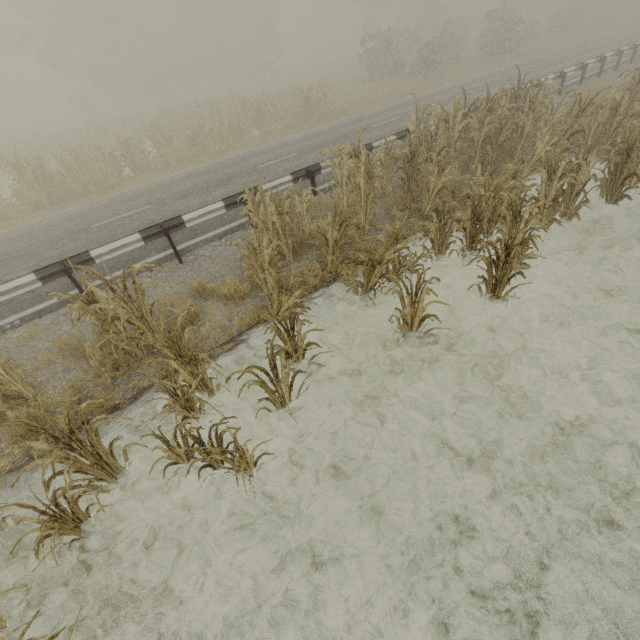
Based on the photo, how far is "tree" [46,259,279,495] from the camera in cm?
358

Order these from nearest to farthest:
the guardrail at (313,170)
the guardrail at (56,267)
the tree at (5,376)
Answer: the tree at (5,376) < the guardrail at (56,267) < the guardrail at (313,170)

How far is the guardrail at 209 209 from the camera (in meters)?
6.55

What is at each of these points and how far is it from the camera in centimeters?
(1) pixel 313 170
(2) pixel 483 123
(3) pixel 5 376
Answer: (1) guardrail, 846cm
(2) tree, 830cm
(3) tree, 453cm

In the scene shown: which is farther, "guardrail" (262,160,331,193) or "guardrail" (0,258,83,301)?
"guardrail" (262,160,331,193)

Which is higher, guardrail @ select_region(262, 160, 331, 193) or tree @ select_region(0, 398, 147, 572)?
guardrail @ select_region(262, 160, 331, 193)
